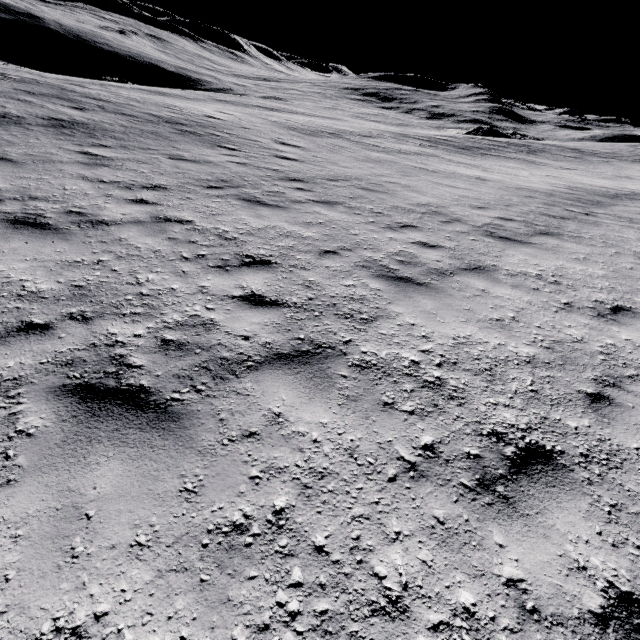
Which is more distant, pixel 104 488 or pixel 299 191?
pixel 299 191
